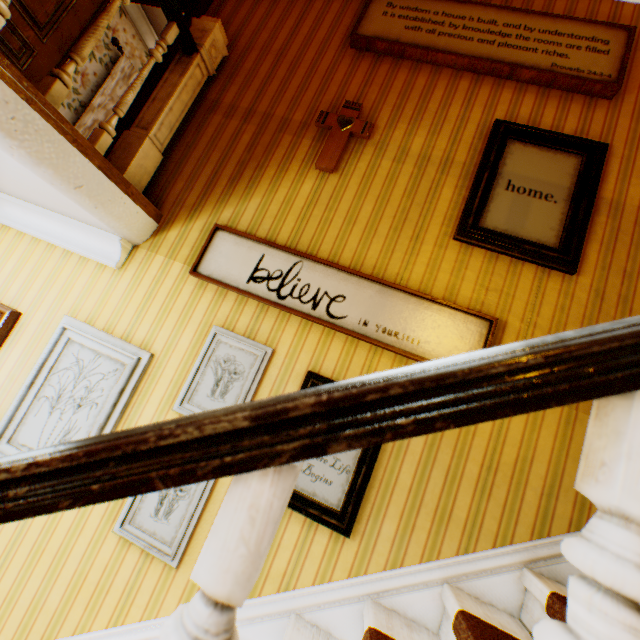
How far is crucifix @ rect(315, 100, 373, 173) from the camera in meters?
2.4 m

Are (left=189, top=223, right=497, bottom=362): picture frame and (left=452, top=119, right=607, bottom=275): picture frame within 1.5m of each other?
yes

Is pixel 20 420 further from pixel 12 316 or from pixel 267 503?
pixel 267 503

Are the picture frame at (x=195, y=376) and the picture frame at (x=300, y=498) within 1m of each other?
yes

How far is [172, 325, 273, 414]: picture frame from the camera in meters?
2.0

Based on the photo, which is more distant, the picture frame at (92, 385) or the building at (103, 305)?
the picture frame at (92, 385)

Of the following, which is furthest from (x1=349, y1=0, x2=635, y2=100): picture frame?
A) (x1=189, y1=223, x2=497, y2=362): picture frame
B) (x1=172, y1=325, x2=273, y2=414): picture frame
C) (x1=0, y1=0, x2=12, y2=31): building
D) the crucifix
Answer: (x1=172, y1=325, x2=273, y2=414): picture frame

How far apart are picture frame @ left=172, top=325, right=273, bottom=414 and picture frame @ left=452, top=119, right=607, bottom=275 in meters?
1.4
